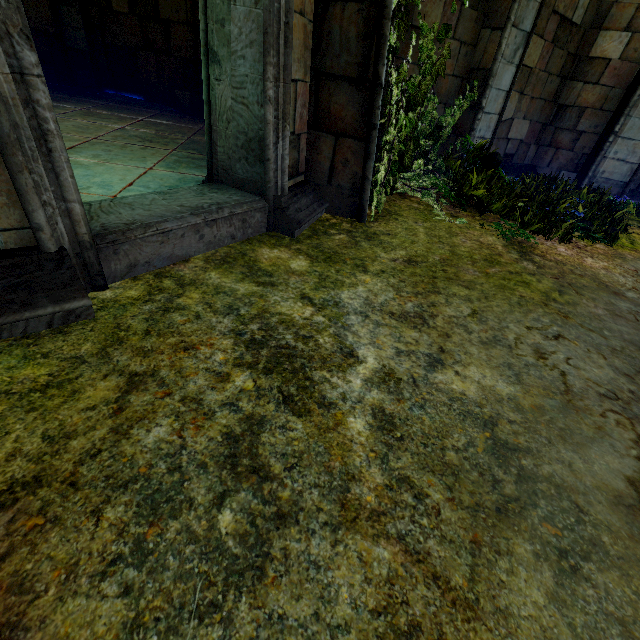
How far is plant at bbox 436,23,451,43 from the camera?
3.17m

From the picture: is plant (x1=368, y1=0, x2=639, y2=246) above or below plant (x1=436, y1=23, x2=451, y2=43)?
below

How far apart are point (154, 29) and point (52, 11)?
2.3m

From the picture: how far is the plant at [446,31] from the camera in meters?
3.2

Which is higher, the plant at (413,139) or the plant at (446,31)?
the plant at (446,31)
